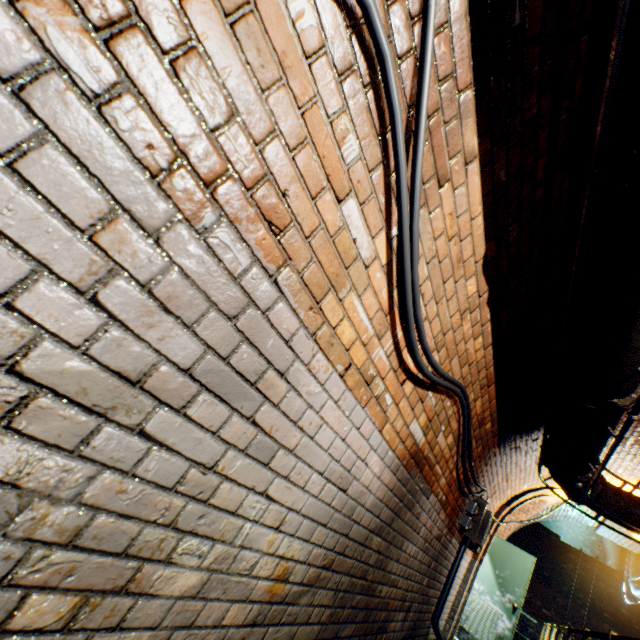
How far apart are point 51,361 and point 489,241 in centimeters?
207cm

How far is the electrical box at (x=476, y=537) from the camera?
4.13m

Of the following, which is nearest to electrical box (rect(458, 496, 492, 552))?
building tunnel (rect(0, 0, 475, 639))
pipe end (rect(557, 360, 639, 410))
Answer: building tunnel (rect(0, 0, 475, 639))

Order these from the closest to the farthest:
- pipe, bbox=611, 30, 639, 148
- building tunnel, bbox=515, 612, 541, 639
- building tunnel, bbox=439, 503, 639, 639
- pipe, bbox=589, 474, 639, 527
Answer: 1. pipe, bbox=611, 30, 639, 148
2. pipe, bbox=589, 474, 639, 527
3. building tunnel, bbox=439, 503, 639, 639
4. building tunnel, bbox=515, 612, 541, 639

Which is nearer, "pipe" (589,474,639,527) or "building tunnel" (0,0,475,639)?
Result: "building tunnel" (0,0,475,639)

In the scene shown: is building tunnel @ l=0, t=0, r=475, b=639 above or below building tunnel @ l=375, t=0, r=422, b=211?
below

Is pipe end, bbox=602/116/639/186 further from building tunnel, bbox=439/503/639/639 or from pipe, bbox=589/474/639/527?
pipe, bbox=589/474/639/527

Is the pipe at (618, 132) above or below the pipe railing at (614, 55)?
above
